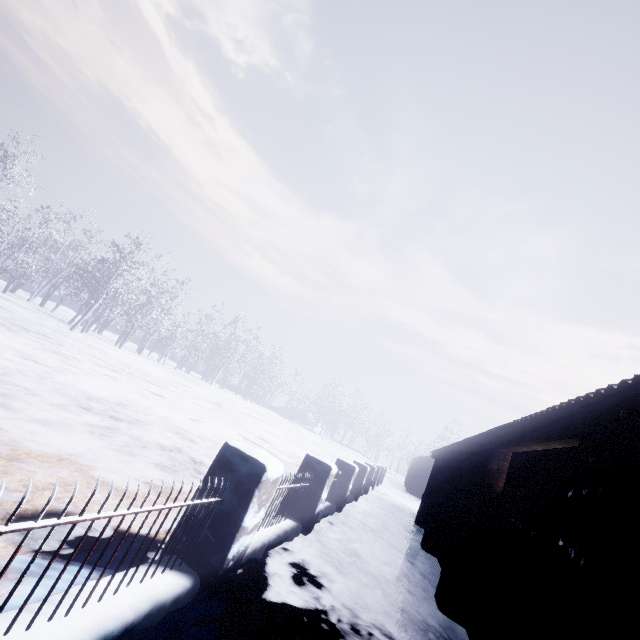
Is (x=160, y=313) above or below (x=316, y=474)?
above
